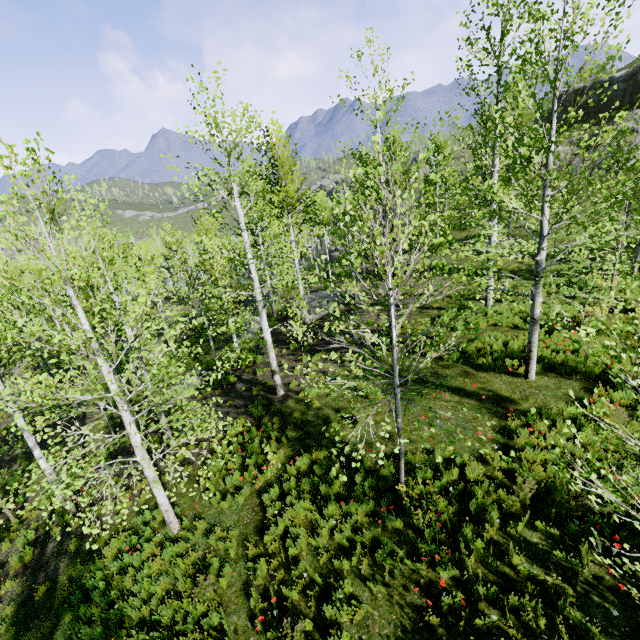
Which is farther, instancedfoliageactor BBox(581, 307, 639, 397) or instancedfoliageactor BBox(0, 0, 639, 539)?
instancedfoliageactor BBox(0, 0, 639, 539)

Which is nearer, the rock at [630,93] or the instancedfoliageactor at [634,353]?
the instancedfoliageactor at [634,353]

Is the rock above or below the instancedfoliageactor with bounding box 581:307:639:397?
above

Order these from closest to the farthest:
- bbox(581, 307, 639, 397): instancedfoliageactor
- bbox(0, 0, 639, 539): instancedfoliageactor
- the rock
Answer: bbox(581, 307, 639, 397): instancedfoliageactor < bbox(0, 0, 639, 539): instancedfoliageactor < the rock

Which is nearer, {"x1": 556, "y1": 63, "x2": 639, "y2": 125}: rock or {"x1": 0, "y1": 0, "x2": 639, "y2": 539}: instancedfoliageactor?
{"x1": 0, "y1": 0, "x2": 639, "y2": 539}: instancedfoliageactor

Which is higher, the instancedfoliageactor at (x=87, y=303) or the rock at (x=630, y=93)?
the rock at (x=630, y=93)

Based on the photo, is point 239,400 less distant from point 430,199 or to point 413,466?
point 413,466
